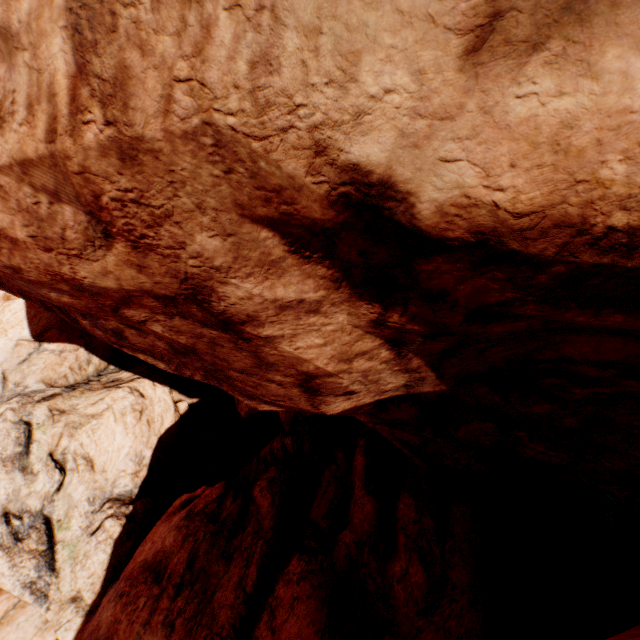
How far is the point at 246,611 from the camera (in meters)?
6.54
